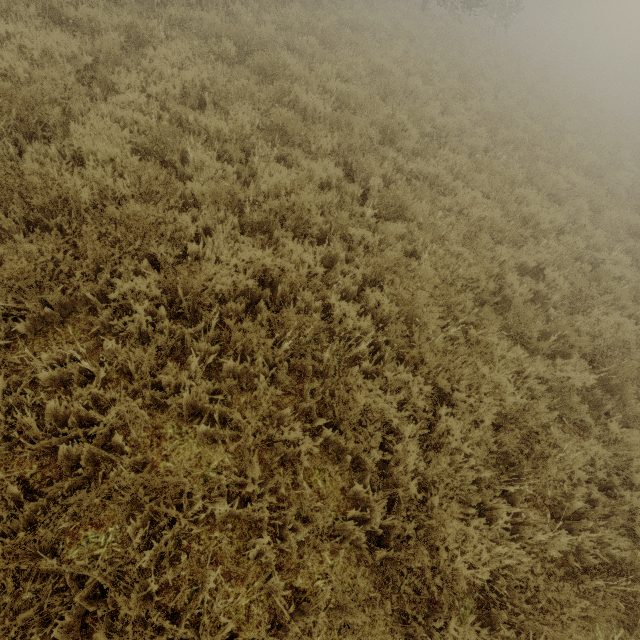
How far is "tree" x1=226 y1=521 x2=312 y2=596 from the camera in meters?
2.3

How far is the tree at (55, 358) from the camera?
2.49m

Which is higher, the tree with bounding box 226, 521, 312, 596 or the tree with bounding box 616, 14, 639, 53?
the tree with bounding box 616, 14, 639, 53

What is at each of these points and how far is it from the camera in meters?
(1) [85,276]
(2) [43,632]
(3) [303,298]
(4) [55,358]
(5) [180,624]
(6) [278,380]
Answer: (1) tree, 3.2
(2) tree, 1.8
(3) tree, 3.8
(4) tree, 2.8
(5) tree, 2.1
(6) tree, 3.3

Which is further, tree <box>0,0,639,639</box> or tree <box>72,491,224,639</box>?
tree <box>0,0,639,639</box>

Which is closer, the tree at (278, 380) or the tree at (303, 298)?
the tree at (278, 380)
